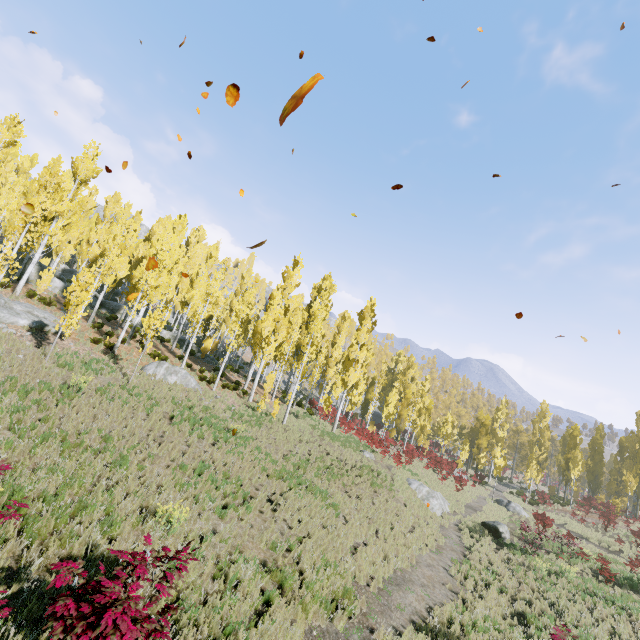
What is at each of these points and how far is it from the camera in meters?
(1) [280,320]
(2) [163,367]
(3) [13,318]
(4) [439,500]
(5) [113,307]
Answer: (1) instancedfoliageactor, 24.2
(2) rock, 19.6
(3) rock, 17.2
(4) rock, 22.9
(5) rock, 31.6

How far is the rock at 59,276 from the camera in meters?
29.2

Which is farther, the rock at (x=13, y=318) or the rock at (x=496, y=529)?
the rock at (x=496, y=529)

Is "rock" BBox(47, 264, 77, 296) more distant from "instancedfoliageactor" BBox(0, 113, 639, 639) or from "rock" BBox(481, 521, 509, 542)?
"rock" BBox(481, 521, 509, 542)

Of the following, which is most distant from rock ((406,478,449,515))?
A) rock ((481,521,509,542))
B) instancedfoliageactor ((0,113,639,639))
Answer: rock ((481,521,509,542))
